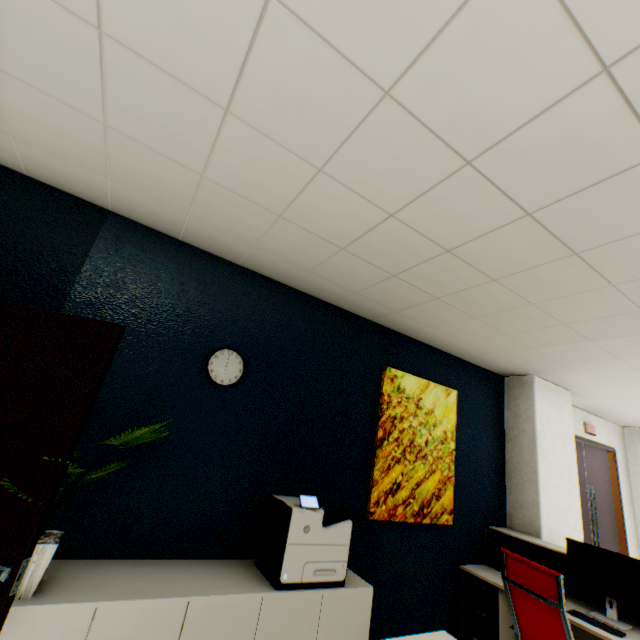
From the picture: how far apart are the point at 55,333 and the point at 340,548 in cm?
222

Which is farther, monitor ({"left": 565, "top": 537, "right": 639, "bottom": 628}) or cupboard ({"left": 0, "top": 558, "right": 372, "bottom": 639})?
monitor ({"left": 565, "top": 537, "right": 639, "bottom": 628})

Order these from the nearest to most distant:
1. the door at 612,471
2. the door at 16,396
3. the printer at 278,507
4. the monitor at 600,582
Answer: the door at 16,396 < the printer at 278,507 < the monitor at 600,582 < the door at 612,471

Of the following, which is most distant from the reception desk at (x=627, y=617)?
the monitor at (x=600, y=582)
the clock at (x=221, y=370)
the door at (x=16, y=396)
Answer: the clock at (x=221, y=370)

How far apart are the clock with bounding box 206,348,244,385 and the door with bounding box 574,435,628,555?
5.2m

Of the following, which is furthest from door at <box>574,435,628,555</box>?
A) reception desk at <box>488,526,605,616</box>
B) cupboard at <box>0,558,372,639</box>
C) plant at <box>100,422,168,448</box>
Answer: plant at <box>100,422,168,448</box>

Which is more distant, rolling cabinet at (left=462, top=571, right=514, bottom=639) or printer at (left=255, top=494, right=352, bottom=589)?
rolling cabinet at (left=462, top=571, right=514, bottom=639)

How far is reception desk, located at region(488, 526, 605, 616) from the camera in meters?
2.9
